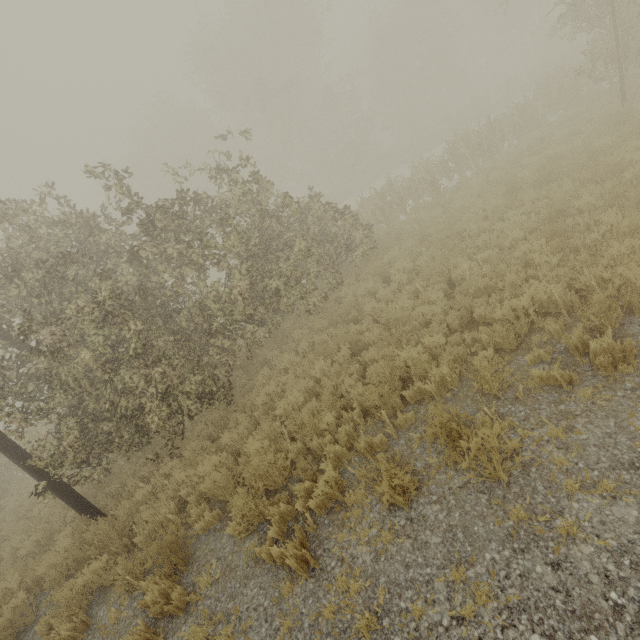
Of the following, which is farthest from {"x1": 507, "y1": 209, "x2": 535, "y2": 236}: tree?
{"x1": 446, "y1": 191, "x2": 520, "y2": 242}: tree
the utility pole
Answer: {"x1": 446, "y1": 191, "x2": 520, "y2": 242}: tree

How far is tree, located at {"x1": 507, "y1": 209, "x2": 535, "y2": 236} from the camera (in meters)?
7.44

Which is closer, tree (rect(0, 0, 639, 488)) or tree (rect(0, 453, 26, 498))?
tree (rect(0, 0, 639, 488))

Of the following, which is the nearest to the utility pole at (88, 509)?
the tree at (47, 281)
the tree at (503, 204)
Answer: the tree at (47, 281)

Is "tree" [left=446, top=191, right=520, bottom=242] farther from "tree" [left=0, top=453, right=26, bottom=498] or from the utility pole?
the utility pole

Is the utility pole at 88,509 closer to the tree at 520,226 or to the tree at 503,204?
the tree at 520,226

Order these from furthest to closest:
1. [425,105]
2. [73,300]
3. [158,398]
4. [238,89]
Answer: [425,105] → [238,89] → [158,398] → [73,300]

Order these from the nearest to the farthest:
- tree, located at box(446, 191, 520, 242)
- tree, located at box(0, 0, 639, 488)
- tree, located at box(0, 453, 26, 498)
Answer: tree, located at box(0, 0, 639, 488) → tree, located at box(446, 191, 520, 242) → tree, located at box(0, 453, 26, 498)
